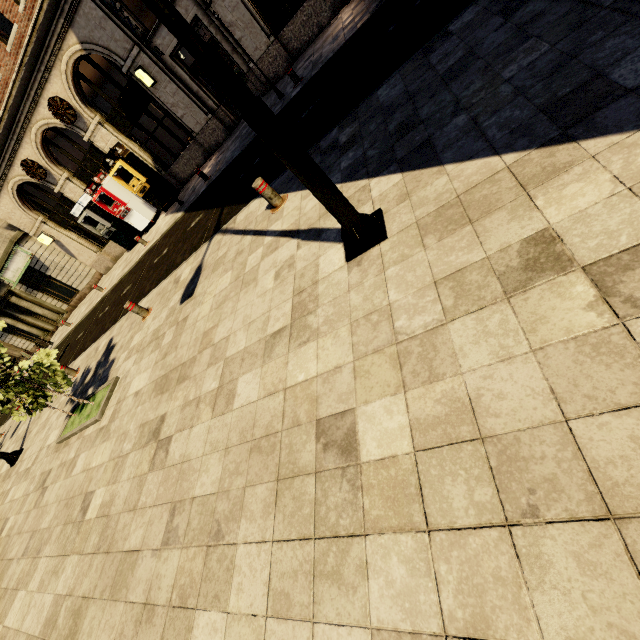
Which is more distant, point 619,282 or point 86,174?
point 86,174

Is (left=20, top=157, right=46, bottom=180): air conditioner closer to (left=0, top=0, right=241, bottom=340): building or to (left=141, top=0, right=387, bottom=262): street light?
(left=0, top=0, right=241, bottom=340): building

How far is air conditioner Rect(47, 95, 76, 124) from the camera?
13.5 meters

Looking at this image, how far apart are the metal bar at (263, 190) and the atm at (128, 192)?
13.8m

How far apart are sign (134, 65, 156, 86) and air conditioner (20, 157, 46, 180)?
7.6m

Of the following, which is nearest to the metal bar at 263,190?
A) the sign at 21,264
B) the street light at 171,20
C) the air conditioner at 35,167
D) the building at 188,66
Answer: the street light at 171,20

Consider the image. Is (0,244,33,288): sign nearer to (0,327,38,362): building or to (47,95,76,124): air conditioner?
(0,327,38,362): building

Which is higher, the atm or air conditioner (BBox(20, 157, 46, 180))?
air conditioner (BBox(20, 157, 46, 180))
